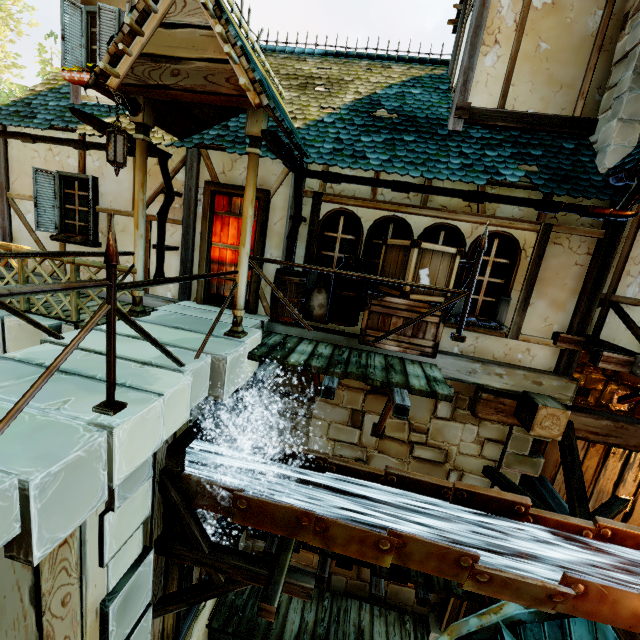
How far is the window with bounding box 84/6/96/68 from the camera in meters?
6.0 m

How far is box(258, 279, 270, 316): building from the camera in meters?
6.1

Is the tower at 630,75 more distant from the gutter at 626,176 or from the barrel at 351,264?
the barrel at 351,264

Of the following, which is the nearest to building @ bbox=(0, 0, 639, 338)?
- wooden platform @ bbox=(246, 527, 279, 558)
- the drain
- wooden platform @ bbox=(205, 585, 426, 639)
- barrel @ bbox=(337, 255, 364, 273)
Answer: barrel @ bbox=(337, 255, 364, 273)

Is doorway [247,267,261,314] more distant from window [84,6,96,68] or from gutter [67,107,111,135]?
window [84,6,96,68]

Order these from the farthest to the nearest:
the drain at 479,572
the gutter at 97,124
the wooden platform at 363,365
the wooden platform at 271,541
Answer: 1. the wooden platform at 271,541
2. the wooden platform at 363,365
3. the gutter at 97,124
4. the drain at 479,572

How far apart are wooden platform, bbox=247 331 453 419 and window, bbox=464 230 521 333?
0.76m

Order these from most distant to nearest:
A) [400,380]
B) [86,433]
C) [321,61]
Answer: [321,61], [400,380], [86,433]
